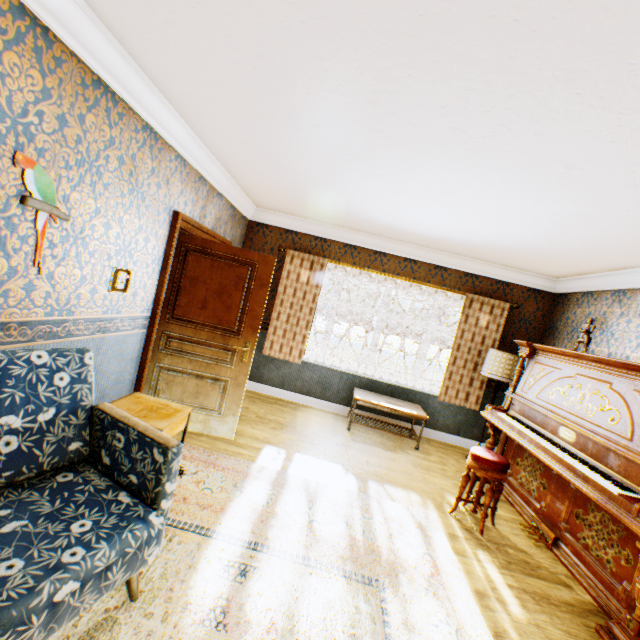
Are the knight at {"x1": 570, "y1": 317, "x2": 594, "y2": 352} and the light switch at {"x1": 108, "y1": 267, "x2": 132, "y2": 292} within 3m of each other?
no

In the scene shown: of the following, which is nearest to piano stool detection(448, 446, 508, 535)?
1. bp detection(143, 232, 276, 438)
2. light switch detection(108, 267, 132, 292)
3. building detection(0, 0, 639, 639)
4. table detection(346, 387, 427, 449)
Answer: building detection(0, 0, 639, 639)

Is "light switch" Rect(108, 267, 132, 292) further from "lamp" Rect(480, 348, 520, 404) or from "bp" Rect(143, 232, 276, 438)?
"lamp" Rect(480, 348, 520, 404)

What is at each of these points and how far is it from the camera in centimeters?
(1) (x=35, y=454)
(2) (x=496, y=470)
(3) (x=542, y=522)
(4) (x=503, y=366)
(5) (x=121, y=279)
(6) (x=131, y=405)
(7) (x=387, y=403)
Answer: (1) chair, 171cm
(2) piano stool, 323cm
(3) piano, 342cm
(4) lamp, 483cm
(5) light switch, 287cm
(6) cabinet, 260cm
(7) table, 513cm

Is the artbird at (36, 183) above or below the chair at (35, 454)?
above

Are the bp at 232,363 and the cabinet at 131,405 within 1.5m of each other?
yes

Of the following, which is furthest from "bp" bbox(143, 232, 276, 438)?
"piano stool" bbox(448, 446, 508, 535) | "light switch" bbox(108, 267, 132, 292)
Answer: "piano stool" bbox(448, 446, 508, 535)

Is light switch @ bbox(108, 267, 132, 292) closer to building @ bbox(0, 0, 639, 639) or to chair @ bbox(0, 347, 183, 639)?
building @ bbox(0, 0, 639, 639)
